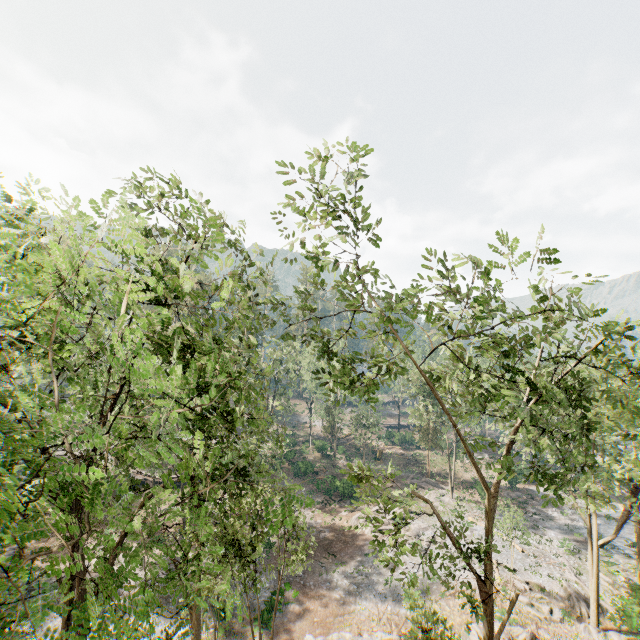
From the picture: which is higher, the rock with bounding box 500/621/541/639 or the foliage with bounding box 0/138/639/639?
the foliage with bounding box 0/138/639/639

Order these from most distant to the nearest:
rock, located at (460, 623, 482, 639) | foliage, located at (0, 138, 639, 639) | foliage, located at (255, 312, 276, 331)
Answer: rock, located at (460, 623, 482, 639) < foliage, located at (255, 312, 276, 331) < foliage, located at (0, 138, 639, 639)

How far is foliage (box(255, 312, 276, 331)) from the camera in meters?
13.7

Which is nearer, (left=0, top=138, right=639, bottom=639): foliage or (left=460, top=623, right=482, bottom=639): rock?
(left=0, top=138, right=639, bottom=639): foliage

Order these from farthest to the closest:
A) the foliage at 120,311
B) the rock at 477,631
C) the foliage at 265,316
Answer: the rock at 477,631, the foliage at 265,316, the foliage at 120,311

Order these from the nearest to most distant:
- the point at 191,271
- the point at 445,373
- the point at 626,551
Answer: the point at 191,271 < the point at 626,551 < the point at 445,373

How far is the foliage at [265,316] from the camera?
13.66m
